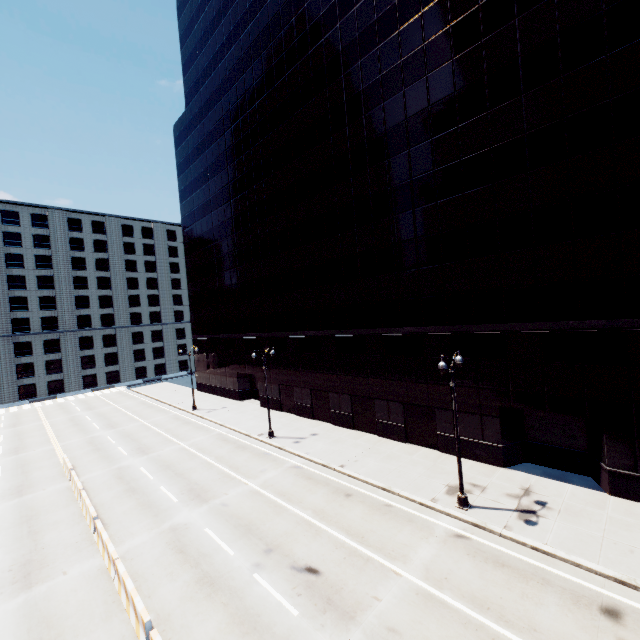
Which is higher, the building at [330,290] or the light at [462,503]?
the building at [330,290]

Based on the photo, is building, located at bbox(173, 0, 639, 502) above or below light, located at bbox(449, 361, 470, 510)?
above

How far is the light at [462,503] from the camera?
15.4m

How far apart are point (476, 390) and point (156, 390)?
49.31m

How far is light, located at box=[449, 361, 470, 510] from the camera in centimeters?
1542cm
